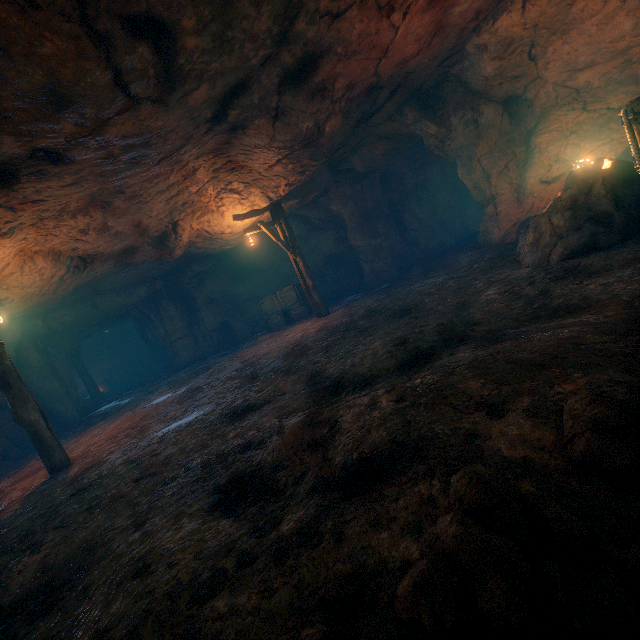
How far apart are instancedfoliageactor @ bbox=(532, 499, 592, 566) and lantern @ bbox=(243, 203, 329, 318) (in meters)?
11.15

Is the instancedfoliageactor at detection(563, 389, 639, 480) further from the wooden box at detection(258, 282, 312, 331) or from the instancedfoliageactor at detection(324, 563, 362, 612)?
the wooden box at detection(258, 282, 312, 331)

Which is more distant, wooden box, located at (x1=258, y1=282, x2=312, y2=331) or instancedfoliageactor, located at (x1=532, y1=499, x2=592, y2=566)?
wooden box, located at (x1=258, y1=282, x2=312, y2=331)

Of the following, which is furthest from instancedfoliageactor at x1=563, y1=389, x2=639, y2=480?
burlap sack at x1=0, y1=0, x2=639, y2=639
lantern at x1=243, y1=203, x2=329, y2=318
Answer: lantern at x1=243, y1=203, x2=329, y2=318

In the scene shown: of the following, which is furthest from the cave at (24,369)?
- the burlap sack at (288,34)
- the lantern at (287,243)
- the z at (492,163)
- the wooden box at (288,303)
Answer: the z at (492,163)

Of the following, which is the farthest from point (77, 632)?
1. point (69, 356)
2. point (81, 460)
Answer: point (69, 356)

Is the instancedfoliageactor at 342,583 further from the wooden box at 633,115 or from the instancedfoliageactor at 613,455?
the wooden box at 633,115

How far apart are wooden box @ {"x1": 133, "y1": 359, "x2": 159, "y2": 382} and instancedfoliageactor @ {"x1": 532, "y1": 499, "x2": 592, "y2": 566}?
26.0 meters
